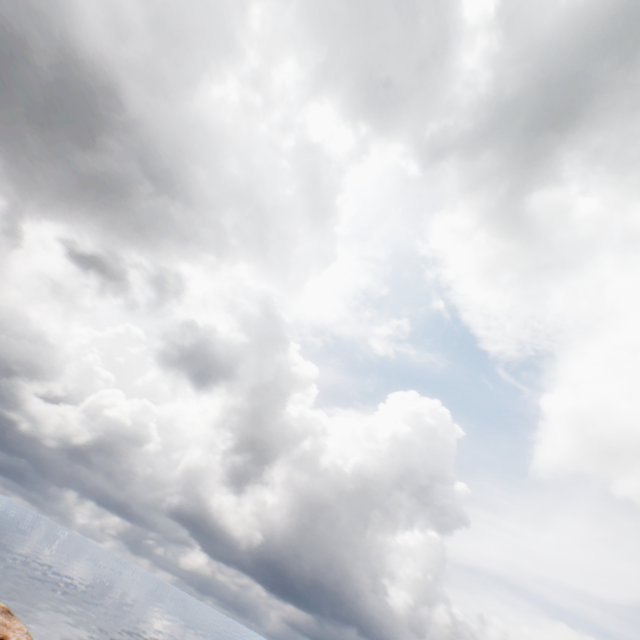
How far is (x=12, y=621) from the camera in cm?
3862
